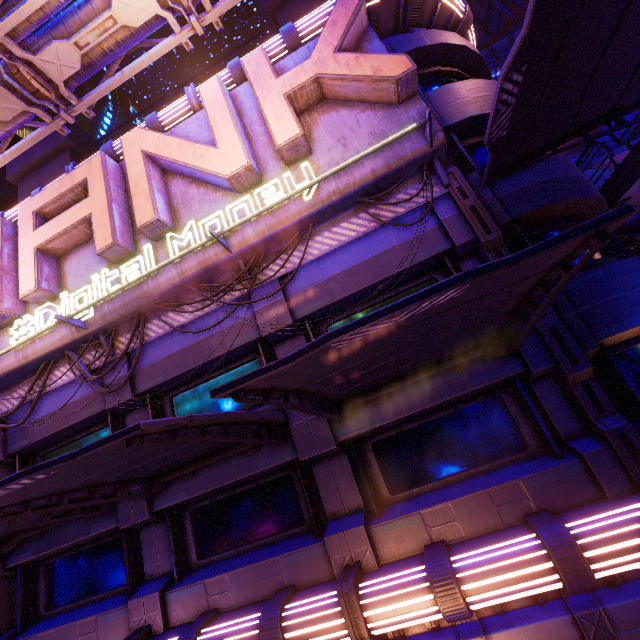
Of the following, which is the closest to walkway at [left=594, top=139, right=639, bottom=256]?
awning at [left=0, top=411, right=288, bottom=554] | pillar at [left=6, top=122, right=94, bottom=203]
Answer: awning at [left=0, top=411, right=288, bottom=554]

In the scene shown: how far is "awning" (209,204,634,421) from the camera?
2.7m

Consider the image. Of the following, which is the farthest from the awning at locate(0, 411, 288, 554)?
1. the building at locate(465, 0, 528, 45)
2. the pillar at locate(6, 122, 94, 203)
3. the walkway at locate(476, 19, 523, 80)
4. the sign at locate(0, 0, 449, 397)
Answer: the walkway at locate(476, 19, 523, 80)

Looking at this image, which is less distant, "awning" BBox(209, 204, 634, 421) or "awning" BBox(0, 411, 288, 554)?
"awning" BBox(209, 204, 634, 421)

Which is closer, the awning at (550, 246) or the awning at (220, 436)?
the awning at (550, 246)

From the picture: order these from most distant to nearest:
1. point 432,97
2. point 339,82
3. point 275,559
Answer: point 432,97 → point 339,82 → point 275,559

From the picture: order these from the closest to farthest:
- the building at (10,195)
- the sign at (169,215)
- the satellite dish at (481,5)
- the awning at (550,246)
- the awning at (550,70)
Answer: the awning at (550,246) → the awning at (550,70) → the sign at (169,215) → the satellite dish at (481,5) → the building at (10,195)

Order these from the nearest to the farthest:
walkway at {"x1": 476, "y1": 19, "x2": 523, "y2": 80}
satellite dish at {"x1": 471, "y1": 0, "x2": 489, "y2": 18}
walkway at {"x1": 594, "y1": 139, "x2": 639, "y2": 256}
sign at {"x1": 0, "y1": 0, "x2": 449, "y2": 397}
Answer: sign at {"x1": 0, "y1": 0, "x2": 449, "y2": 397} < walkway at {"x1": 594, "y1": 139, "x2": 639, "y2": 256} < walkway at {"x1": 476, "y1": 19, "x2": 523, "y2": 80} < satellite dish at {"x1": 471, "y1": 0, "x2": 489, "y2": 18}
